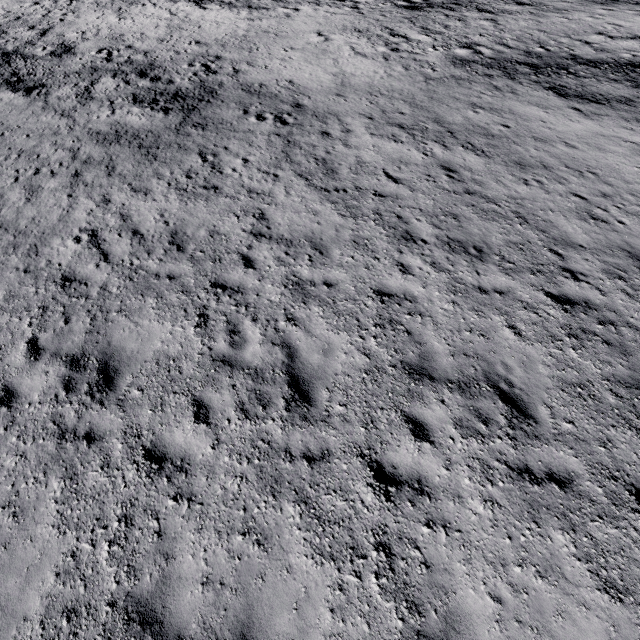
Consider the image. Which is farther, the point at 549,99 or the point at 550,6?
the point at 550,6
